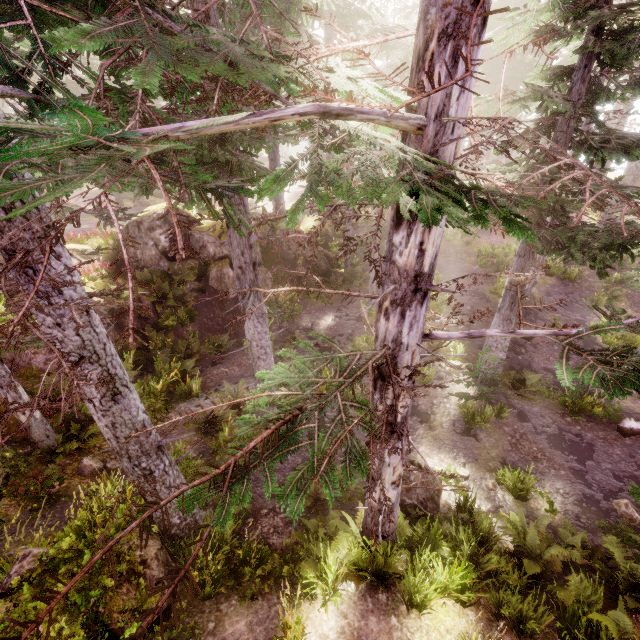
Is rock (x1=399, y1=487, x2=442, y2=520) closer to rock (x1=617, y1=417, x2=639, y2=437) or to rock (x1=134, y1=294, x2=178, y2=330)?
rock (x1=134, y1=294, x2=178, y2=330)

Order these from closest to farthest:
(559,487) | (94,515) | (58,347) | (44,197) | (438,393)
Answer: (44,197), (58,347), (94,515), (559,487), (438,393)

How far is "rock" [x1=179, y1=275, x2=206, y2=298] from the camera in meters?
17.4

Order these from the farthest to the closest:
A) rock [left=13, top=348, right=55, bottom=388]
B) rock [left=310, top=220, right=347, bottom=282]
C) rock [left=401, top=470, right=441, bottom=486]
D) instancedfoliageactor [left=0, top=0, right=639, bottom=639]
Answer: rock [left=310, top=220, right=347, bottom=282] → rock [left=13, top=348, right=55, bottom=388] → rock [left=401, top=470, right=441, bottom=486] → instancedfoliageactor [left=0, top=0, right=639, bottom=639]

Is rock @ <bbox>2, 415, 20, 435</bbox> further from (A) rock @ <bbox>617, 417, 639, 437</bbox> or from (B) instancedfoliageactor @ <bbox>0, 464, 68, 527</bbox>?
(A) rock @ <bbox>617, 417, 639, 437</bbox>

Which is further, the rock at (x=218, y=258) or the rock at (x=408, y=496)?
the rock at (x=218, y=258)

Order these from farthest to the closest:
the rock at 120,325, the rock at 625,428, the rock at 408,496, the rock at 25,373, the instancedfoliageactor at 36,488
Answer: the rock at 120,325 < the rock at 625,428 < the rock at 25,373 < the rock at 408,496 < the instancedfoliageactor at 36,488
